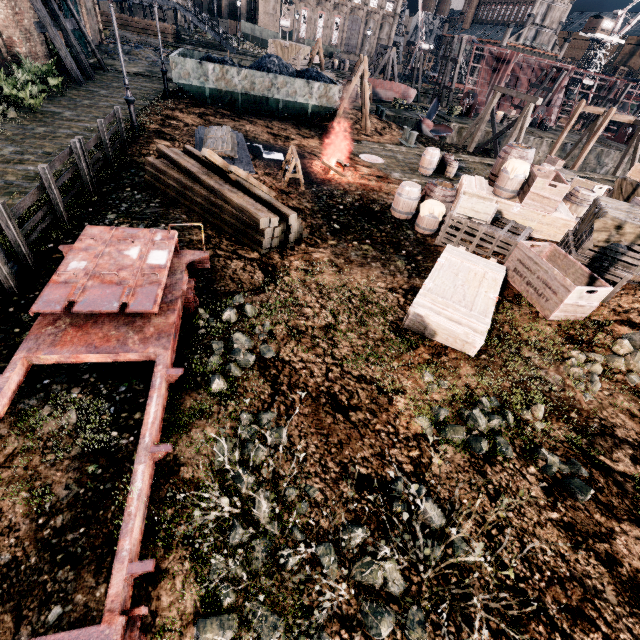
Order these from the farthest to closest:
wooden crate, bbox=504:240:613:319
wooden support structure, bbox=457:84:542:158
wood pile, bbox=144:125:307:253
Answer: wooden support structure, bbox=457:84:542:158 < wood pile, bbox=144:125:307:253 < wooden crate, bbox=504:240:613:319

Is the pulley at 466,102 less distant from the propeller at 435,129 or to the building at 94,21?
the propeller at 435,129

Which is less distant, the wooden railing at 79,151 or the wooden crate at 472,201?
the wooden railing at 79,151

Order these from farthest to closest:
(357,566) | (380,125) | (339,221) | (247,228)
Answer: (380,125) → (339,221) → (247,228) → (357,566)

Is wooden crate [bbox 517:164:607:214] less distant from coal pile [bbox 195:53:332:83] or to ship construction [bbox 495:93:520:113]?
coal pile [bbox 195:53:332:83]

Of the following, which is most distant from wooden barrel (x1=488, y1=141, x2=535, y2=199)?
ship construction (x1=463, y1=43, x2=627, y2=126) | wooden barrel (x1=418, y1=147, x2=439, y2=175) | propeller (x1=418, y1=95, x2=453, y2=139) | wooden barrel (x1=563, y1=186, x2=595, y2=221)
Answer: ship construction (x1=463, y1=43, x2=627, y2=126)

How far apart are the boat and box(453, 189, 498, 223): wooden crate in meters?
33.5

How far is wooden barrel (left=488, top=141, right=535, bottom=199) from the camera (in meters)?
10.82
